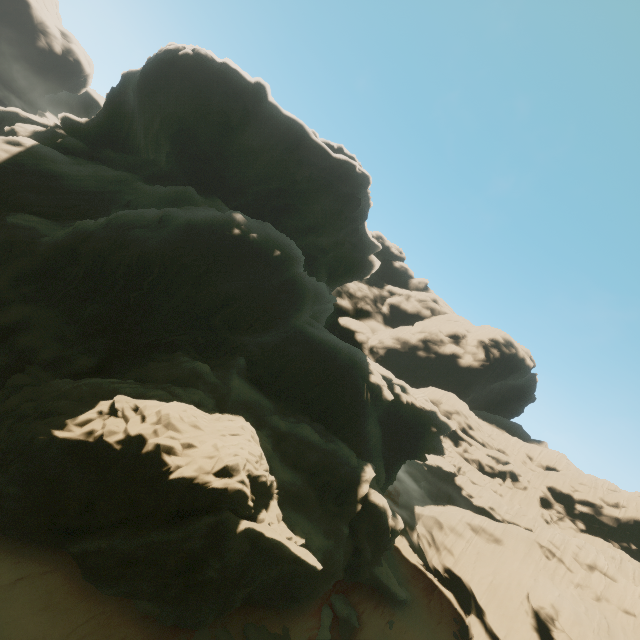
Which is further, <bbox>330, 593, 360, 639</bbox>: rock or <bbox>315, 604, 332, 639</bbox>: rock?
<bbox>330, 593, 360, 639</bbox>: rock

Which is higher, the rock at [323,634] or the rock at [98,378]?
the rock at [98,378]

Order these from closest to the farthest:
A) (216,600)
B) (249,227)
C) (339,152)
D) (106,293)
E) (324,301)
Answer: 1. (216,600)
2. (106,293)
3. (249,227)
4. (324,301)
5. (339,152)

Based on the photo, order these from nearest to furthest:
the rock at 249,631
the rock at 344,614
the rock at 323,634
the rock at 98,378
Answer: the rock at 98,378
the rock at 249,631
the rock at 323,634
the rock at 344,614

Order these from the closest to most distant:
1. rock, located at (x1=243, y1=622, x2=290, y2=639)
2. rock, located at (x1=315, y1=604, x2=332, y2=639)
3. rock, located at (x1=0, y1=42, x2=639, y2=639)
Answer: rock, located at (x1=0, y1=42, x2=639, y2=639)
rock, located at (x1=243, y1=622, x2=290, y2=639)
rock, located at (x1=315, y1=604, x2=332, y2=639)

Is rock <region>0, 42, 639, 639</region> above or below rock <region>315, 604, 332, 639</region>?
above
